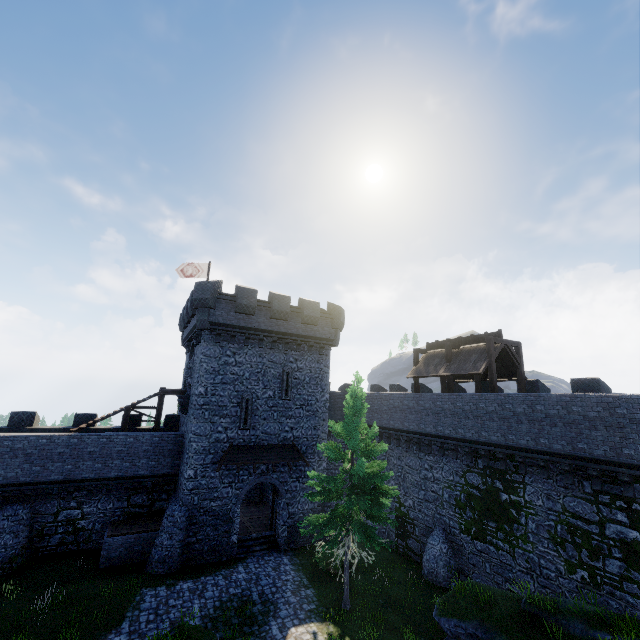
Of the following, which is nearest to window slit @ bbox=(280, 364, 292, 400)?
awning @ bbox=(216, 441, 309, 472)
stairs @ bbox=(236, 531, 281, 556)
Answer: awning @ bbox=(216, 441, 309, 472)

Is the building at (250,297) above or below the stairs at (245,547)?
above

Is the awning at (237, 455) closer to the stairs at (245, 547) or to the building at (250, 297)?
the building at (250, 297)

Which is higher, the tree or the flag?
the flag

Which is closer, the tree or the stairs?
the tree

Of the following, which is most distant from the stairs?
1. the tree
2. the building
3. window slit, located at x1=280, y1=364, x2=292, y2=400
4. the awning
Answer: window slit, located at x1=280, y1=364, x2=292, y2=400

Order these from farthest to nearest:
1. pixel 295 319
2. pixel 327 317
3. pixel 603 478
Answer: pixel 327 317 → pixel 295 319 → pixel 603 478

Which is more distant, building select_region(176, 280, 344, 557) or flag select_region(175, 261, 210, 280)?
flag select_region(175, 261, 210, 280)
